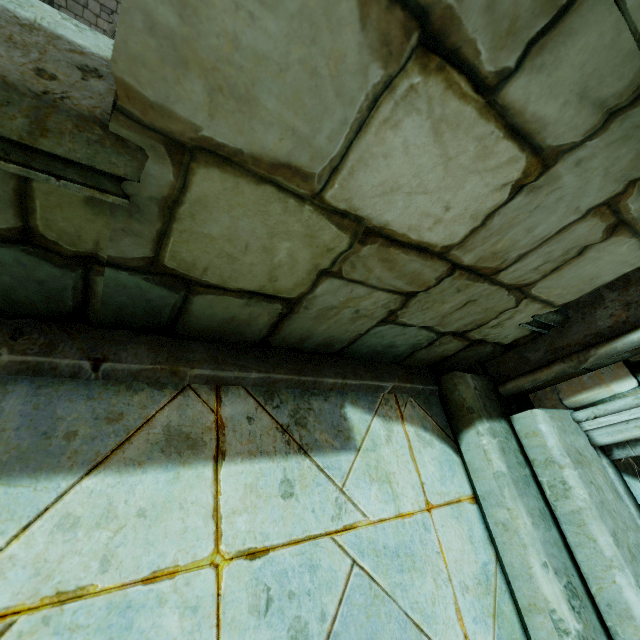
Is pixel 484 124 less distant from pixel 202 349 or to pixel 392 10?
pixel 392 10

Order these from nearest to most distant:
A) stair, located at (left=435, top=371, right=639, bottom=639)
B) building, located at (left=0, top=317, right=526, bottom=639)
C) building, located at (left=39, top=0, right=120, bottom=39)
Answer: building, located at (left=0, top=317, right=526, bottom=639) < stair, located at (left=435, top=371, right=639, bottom=639) < building, located at (left=39, top=0, right=120, bottom=39)

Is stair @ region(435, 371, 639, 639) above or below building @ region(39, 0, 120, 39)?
above

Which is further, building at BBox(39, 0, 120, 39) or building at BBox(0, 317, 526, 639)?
building at BBox(39, 0, 120, 39)

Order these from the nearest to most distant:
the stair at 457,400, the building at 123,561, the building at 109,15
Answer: the building at 123,561 → the stair at 457,400 → the building at 109,15

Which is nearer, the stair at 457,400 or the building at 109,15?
the stair at 457,400

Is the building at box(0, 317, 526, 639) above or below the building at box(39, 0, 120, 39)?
above
